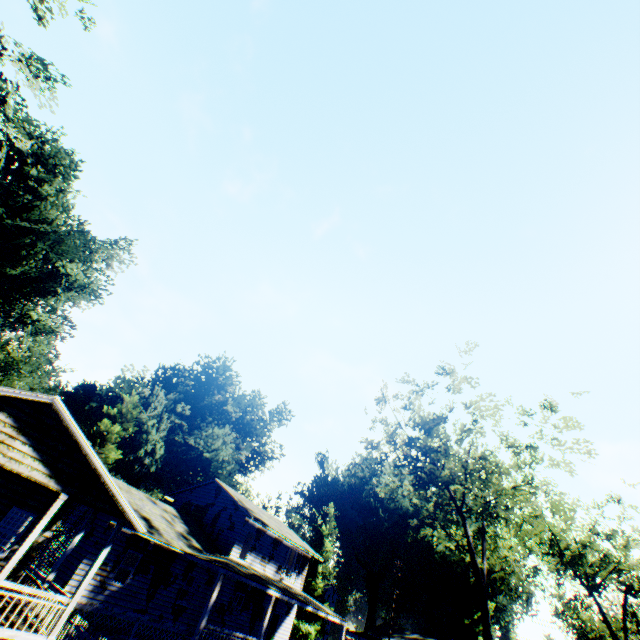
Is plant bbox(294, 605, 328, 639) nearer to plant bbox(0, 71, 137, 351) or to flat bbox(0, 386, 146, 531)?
plant bbox(0, 71, 137, 351)

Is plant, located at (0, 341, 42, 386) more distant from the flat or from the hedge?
the flat

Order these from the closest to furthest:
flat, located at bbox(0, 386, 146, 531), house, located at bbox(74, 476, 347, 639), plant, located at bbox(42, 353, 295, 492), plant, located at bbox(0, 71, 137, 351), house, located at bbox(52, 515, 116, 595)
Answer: flat, located at bbox(0, 386, 146, 531) < house, located at bbox(52, 515, 116, 595) < house, located at bbox(74, 476, 347, 639) < plant, located at bbox(0, 71, 137, 351) < plant, located at bbox(42, 353, 295, 492)

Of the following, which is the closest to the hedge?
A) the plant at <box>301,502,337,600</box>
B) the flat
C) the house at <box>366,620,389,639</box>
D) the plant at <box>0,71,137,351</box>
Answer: the plant at <box>0,71,137,351</box>

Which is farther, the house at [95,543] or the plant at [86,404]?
the plant at [86,404]

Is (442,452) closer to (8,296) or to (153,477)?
(153,477)

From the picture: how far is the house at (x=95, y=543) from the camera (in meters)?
16.59

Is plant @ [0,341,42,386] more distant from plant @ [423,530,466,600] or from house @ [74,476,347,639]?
plant @ [423,530,466,600]
